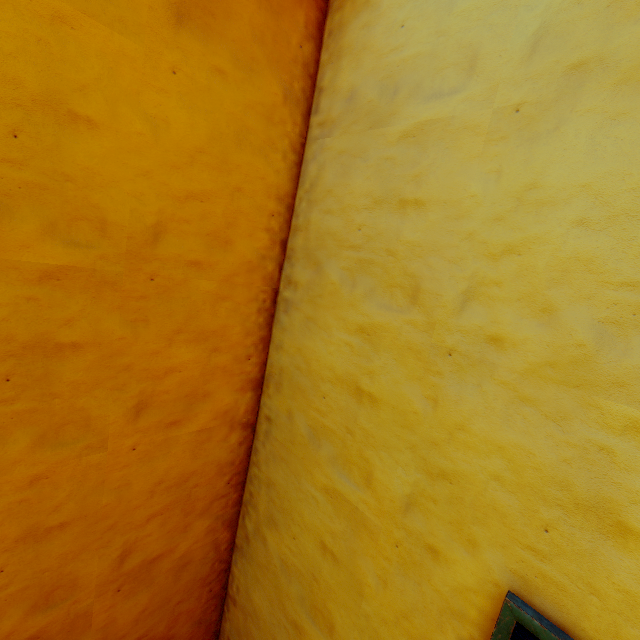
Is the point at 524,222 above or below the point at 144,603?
above
